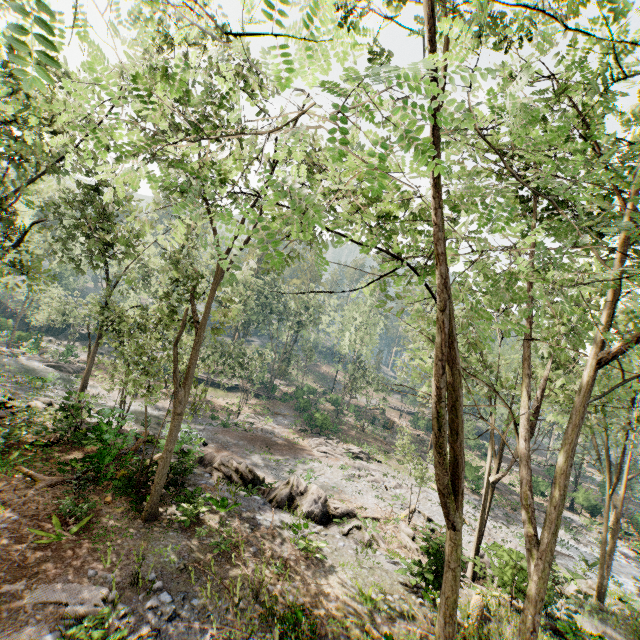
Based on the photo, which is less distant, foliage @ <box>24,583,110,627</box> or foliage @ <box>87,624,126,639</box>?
foliage @ <box>87,624,126,639</box>

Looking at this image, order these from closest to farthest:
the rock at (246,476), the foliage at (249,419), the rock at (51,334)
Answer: the rock at (246,476), the foliage at (249,419), the rock at (51,334)

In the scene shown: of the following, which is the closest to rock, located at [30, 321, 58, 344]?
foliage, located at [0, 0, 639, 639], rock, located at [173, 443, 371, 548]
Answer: foliage, located at [0, 0, 639, 639]

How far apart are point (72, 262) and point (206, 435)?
18.79m

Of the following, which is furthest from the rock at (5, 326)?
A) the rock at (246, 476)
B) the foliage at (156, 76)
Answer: the rock at (246, 476)

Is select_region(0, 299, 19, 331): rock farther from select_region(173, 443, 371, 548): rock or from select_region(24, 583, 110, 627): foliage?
select_region(173, 443, 371, 548): rock
